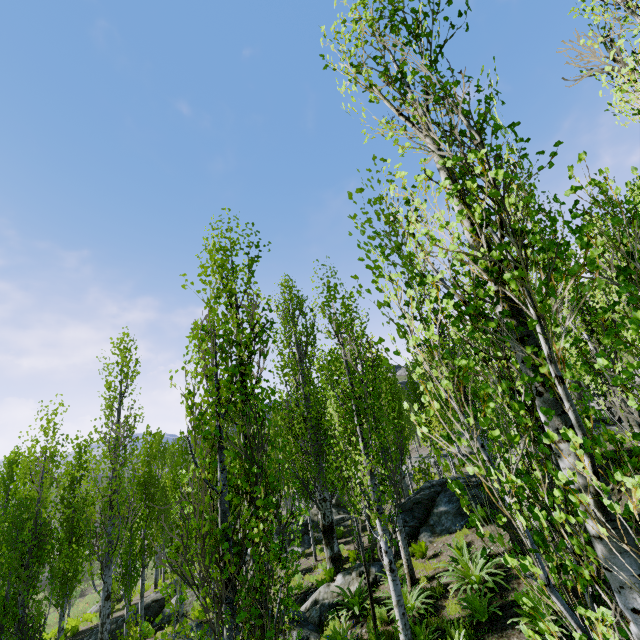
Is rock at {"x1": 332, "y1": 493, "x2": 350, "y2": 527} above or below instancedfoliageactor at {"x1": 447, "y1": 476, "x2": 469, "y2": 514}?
below

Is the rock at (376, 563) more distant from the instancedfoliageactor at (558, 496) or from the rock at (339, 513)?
the rock at (339, 513)

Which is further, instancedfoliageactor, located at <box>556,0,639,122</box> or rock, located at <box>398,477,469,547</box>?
rock, located at <box>398,477,469,547</box>

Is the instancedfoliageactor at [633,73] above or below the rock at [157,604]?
above

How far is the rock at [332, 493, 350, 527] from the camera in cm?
2198

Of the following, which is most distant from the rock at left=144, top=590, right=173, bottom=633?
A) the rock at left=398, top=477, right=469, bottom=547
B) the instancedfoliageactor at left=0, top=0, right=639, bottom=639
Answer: the rock at left=398, top=477, right=469, bottom=547

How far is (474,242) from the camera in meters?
2.8 m

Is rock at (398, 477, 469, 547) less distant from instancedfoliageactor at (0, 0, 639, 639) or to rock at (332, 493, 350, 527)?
instancedfoliageactor at (0, 0, 639, 639)
